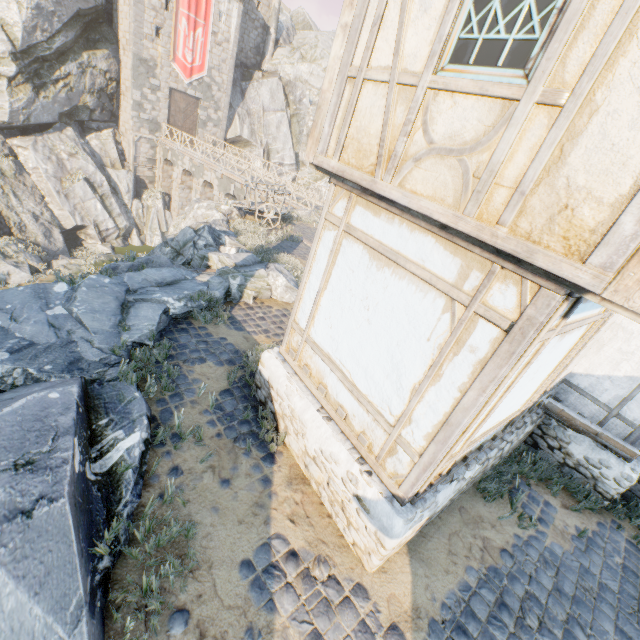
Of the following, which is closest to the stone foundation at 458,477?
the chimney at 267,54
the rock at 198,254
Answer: the rock at 198,254

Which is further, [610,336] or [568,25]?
[610,336]

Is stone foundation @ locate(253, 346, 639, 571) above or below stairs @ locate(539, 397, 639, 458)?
below

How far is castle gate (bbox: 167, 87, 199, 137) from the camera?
27.8 meters

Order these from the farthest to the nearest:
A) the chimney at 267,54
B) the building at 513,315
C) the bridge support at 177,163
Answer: the chimney at 267,54 < the bridge support at 177,163 < the building at 513,315

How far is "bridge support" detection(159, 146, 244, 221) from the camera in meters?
24.8

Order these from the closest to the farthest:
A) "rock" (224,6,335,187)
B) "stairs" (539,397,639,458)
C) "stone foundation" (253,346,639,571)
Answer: "stone foundation" (253,346,639,571) < "stairs" (539,397,639,458) < "rock" (224,6,335,187)

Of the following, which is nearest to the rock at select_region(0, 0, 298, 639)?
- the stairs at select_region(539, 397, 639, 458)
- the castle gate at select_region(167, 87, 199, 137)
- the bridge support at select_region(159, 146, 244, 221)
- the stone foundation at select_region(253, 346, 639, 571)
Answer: the bridge support at select_region(159, 146, 244, 221)
